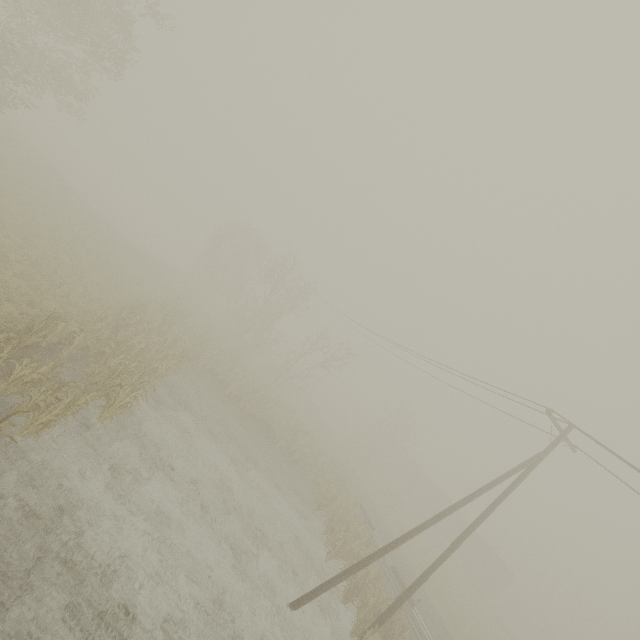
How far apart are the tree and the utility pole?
30.7m

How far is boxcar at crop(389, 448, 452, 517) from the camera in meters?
48.6

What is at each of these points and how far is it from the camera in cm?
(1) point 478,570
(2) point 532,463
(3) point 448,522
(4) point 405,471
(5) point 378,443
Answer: (1) boxcar, 4041
(2) utility pole, 1304
(3) boxcar, 4619
(4) boxcar, 5575
(5) tree, 5388

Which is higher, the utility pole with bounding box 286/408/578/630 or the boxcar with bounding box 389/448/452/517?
the utility pole with bounding box 286/408/578/630

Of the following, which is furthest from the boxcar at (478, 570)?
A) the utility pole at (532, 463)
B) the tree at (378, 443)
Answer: the utility pole at (532, 463)

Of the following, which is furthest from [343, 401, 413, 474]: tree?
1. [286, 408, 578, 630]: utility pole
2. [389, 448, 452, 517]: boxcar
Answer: [286, 408, 578, 630]: utility pole

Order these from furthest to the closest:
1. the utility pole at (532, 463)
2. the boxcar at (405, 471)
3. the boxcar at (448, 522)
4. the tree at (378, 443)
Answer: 1. the boxcar at (405, 471)
2. the boxcar at (448, 522)
3. the tree at (378, 443)
4. the utility pole at (532, 463)

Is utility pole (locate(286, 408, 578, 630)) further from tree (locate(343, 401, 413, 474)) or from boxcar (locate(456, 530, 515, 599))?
boxcar (locate(456, 530, 515, 599))
